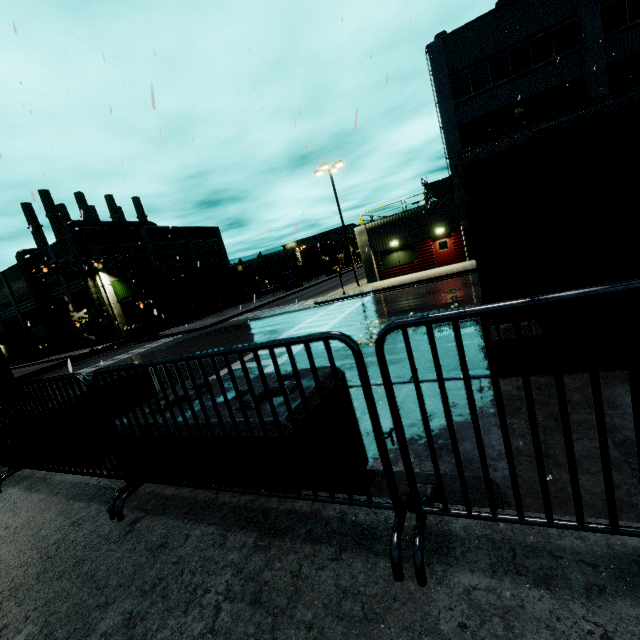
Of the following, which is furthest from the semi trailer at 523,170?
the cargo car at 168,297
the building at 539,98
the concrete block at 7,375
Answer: the cargo car at 168,297

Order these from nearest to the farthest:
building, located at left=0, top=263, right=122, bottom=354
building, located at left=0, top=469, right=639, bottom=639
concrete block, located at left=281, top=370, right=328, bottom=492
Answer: building, located at left=0, top=469, right=639, bottom=639
concrete block, located at left=281, top=370, right=328, bottom=492
building, located at left=0, top=263, right=122, bottom=354

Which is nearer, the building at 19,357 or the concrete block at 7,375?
the concrete block at 7,375

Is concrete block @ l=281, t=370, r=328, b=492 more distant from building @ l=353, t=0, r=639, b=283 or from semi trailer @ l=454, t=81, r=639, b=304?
semi trailer @ l=454, t=81, r=639, b=304

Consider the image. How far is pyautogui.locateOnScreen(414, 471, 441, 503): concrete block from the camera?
2.3m

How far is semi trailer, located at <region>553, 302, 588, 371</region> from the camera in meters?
4.9 m

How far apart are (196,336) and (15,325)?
50.1m

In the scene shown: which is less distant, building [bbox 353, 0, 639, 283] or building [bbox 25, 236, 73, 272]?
building [bbox 353, 0, 639, 283]
